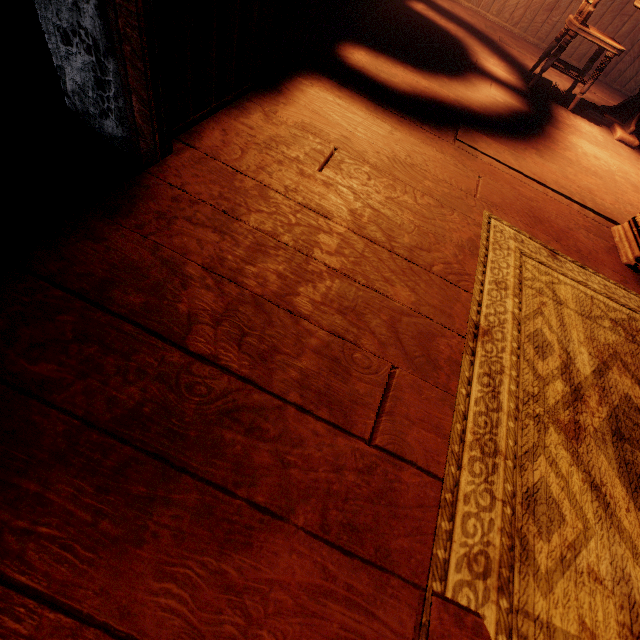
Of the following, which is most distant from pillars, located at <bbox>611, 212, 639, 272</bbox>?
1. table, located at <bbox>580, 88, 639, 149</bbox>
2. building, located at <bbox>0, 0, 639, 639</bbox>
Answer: table, located at <bbox>580, 88, 639, 149</bbox>

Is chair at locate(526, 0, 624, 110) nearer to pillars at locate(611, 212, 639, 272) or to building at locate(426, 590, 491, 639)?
building at locate(426, 590, 491, 639)

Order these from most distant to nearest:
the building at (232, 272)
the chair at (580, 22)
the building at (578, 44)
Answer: the building at (578, 44) → the chair at (580, 22) → the building at (232, 272)

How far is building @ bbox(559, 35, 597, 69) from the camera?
4.58m

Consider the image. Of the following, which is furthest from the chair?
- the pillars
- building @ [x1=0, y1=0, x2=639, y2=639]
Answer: the pillars

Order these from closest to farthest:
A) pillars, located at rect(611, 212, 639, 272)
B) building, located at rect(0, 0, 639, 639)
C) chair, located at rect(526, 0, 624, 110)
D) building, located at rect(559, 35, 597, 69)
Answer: building, located at rect(0, 0, 639, 639) → pillars, located at rect(611, 212, 639, 272) → chair, located at rect(526, 0, 624, 110) → building, located at rect(559, 35, 597, 69)

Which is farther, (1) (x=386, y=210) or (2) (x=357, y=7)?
(2) (x=357, y=7)

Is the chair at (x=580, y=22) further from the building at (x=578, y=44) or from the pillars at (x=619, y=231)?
the pillars at (x=619, y=231)
